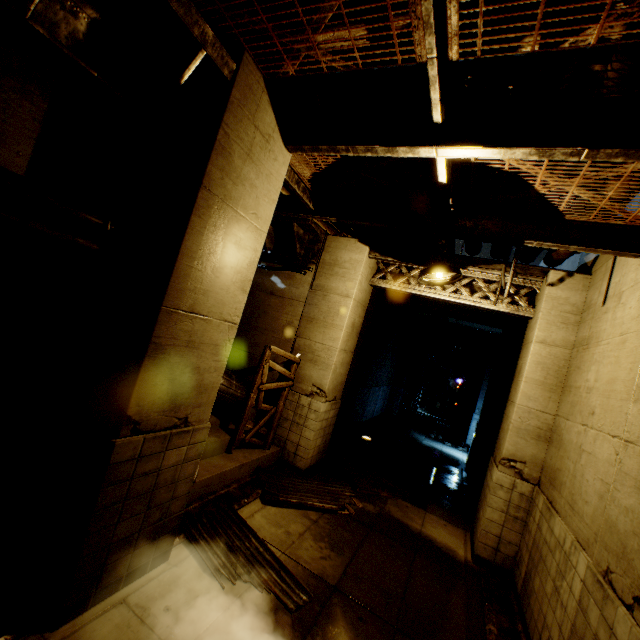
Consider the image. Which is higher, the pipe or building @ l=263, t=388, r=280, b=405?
building @ l=263, t=388, r=280, b=405

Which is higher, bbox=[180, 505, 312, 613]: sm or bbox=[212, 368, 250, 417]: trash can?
bbox=[212, 368, 250, 417]: trash can

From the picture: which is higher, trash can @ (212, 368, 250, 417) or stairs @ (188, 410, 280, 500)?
trash can @ (212, 368, 250, 417)

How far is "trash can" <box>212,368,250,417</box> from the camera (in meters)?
6.60

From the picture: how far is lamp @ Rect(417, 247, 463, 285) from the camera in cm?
497

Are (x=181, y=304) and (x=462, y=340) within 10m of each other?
no

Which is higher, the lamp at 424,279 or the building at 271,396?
the lamp at 424,279

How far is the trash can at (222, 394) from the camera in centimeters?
660cm
